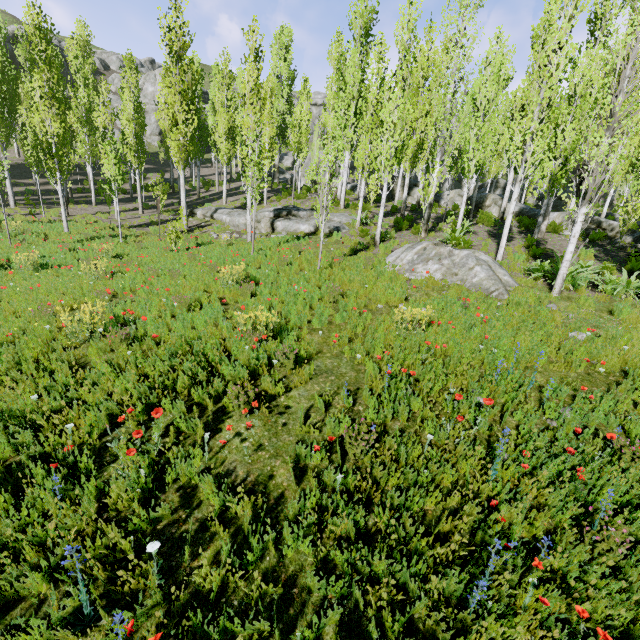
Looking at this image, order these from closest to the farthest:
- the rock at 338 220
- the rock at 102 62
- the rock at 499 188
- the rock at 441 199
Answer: the rock at 338 220 < the rock at 499 188 < the rock at 441 199 < the rock at 102 62

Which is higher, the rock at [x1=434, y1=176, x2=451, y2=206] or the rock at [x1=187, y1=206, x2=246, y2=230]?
the rock at [x1=434, y1=176, x2=451, y2=206]

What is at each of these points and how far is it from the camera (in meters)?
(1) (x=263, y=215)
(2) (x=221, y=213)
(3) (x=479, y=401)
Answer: (1) rock, 17.30
(2) rock, 21.58
(3) rock, 4.94

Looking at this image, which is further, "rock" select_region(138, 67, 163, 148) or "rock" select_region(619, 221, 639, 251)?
"rock" select_region(138, 67, 163, 148)

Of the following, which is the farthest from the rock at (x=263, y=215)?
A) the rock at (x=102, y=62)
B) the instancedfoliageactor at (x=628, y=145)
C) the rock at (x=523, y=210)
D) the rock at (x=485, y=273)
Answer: the rock at (x=102, y=62)

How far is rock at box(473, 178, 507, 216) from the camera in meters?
22.5

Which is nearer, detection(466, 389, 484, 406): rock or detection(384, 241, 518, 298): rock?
detection(466, 389, 484, 406): rock

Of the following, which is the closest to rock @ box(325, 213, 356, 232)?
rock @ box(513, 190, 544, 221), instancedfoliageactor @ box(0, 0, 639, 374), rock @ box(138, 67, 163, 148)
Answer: instancedfoliageactor @ box(0, 0, 639, 374)
